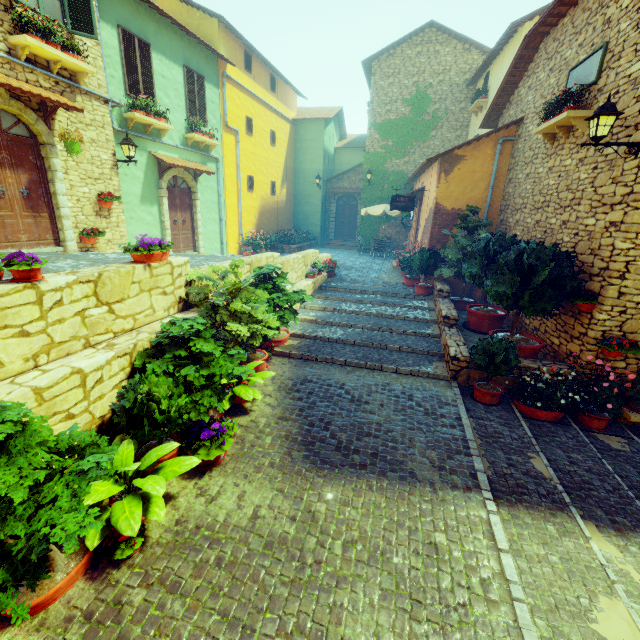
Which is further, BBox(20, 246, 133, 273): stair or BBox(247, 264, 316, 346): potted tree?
BBox(247, 264, 316, 346): potted tree

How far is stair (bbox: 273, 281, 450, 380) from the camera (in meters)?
7.34

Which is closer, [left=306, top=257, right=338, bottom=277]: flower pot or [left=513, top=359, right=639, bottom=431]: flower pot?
[left=513, top=359, right=639, bottom=431]: flower pot

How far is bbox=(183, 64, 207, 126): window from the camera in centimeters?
1132cm

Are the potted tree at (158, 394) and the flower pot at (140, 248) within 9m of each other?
yes

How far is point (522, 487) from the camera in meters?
4.2 m

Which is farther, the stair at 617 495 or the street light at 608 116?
the street light at 608 116

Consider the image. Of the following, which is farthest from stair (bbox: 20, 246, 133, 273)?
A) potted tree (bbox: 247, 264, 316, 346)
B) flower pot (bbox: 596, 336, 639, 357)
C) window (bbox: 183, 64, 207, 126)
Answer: flower pot (bbox: 596, 336, 639, 357)
